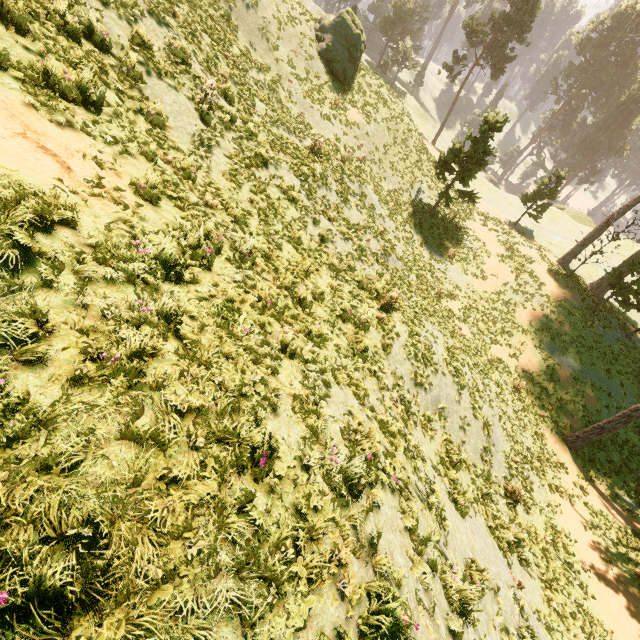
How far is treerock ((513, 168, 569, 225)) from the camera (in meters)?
30.57

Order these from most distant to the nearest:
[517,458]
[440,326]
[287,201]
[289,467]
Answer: [440,326] < [517,458] < [287,201] < [289,467]

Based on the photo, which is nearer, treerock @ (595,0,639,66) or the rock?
the rock

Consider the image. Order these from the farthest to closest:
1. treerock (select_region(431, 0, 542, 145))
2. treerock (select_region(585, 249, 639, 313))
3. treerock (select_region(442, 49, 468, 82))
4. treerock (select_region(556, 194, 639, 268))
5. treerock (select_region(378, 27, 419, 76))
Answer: treerock (select_region(378, 27, 419, 76)) → treerock (select_region(442, 49, 468, 82)) → treerock (select_region(431, 0, 542, 145)) → treerock (select_region(556, 194, 639, 268)) → treerock (select_region(585, 249, 639, 313))

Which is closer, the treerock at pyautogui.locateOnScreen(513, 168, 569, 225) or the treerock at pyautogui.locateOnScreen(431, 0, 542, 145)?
the treerock at pyautogui.locateOnScreen(513, 168, 569, 225)

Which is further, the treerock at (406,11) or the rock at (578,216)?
the treerock at (406,11)

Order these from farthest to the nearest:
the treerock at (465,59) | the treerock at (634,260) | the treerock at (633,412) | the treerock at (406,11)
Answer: the treerock at (406,11)
the treerock at (465,59)
the treerock at (634,260)
the treerock at (633,412)
